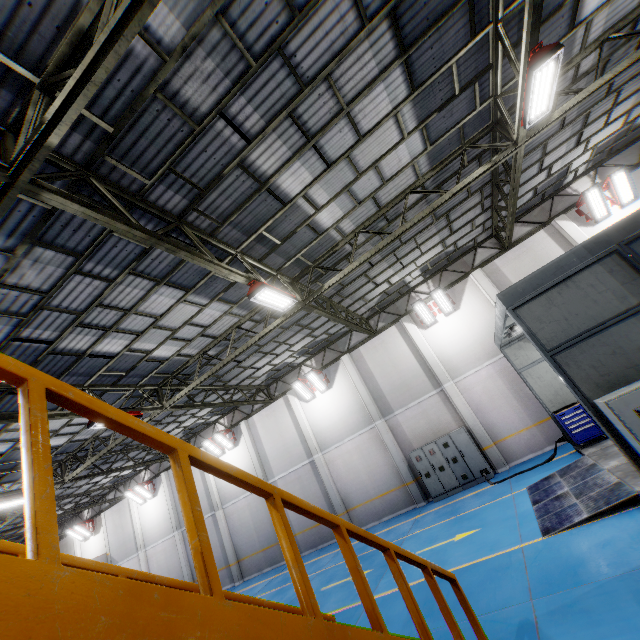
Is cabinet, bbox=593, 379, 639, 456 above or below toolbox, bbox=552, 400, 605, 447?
above

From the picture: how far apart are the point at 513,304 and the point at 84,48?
7.79m

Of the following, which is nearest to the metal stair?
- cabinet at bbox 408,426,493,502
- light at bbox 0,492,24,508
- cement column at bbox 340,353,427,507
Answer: cabinet at bbox 408,426,493,502

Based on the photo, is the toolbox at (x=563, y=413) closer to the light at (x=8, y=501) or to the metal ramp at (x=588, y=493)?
the metal ramp at (x=588, y=493)

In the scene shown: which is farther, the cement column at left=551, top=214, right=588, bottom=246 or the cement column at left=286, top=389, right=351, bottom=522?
the cement column at left=286, top=389, right=351, bottom=522

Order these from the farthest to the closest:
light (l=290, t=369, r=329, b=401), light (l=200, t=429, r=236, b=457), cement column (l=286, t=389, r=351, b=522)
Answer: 1. light (l=200, t=429, r=236, b=457)
2. light (l=290, t=369, r=329, b=401)
3. cement column (l=286, t=389, r=351, b=522)

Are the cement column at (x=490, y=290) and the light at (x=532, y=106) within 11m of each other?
A: yes

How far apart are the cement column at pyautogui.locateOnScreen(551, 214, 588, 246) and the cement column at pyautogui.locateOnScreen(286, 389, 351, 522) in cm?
1532
